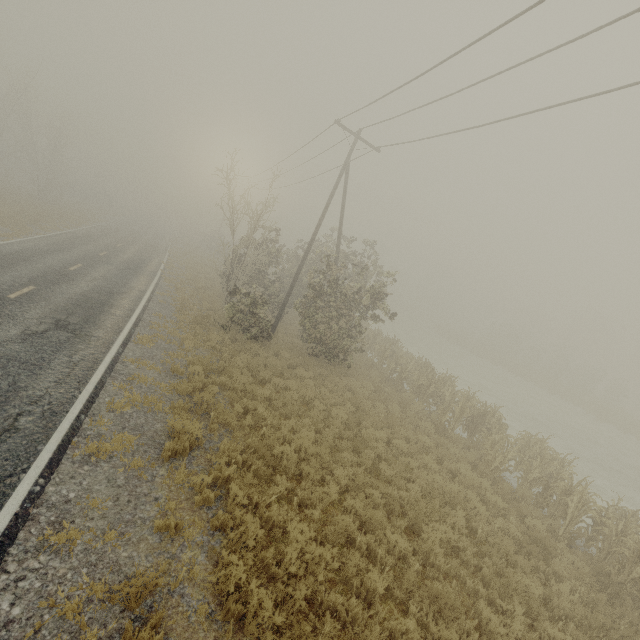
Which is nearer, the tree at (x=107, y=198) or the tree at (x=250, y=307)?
the tree at (x=250, y=307)

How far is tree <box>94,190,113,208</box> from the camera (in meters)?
56.18

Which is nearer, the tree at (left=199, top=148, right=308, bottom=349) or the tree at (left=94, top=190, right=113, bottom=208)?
the tree at (left=199, top=148, right=308, bottom=349)

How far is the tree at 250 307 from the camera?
15.8m

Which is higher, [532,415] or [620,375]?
[620,375]

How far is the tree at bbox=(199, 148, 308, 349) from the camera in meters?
15.8
